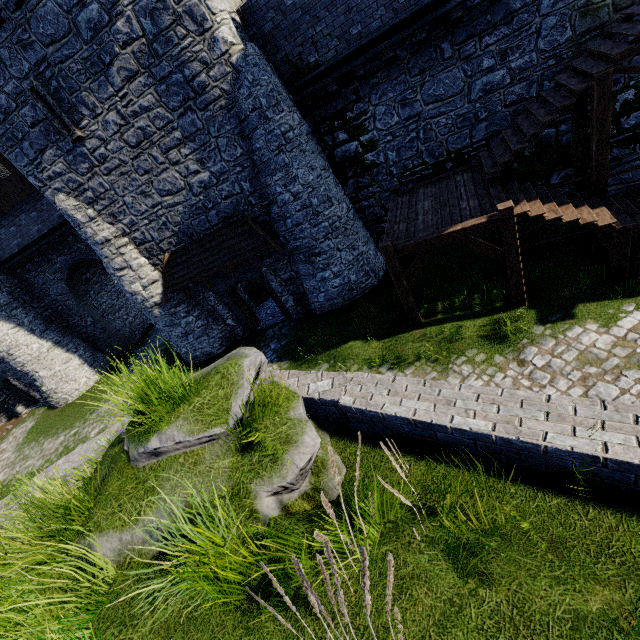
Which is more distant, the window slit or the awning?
the awning

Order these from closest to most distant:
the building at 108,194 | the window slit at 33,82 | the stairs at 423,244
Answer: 1. the stairs at 423,244
2. the building at 108,194
3. the window slit at 33,82

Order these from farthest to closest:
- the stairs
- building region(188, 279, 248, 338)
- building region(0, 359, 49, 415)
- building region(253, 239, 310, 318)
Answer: building region(0, 359, 49, 415), building region(188, 279, 248, 338), building region(253, 239, 310, 318), the stairs

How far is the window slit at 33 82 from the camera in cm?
1027

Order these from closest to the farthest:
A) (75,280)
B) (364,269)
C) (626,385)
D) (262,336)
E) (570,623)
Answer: (570,623), (626,385), (364,269), (262,336), (75,280)

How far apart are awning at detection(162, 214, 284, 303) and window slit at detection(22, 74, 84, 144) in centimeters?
453cm

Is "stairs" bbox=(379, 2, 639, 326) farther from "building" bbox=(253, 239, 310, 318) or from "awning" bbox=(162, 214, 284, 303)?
"building" bbox=(253, 239, 310, 318)

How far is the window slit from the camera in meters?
10.3 m
